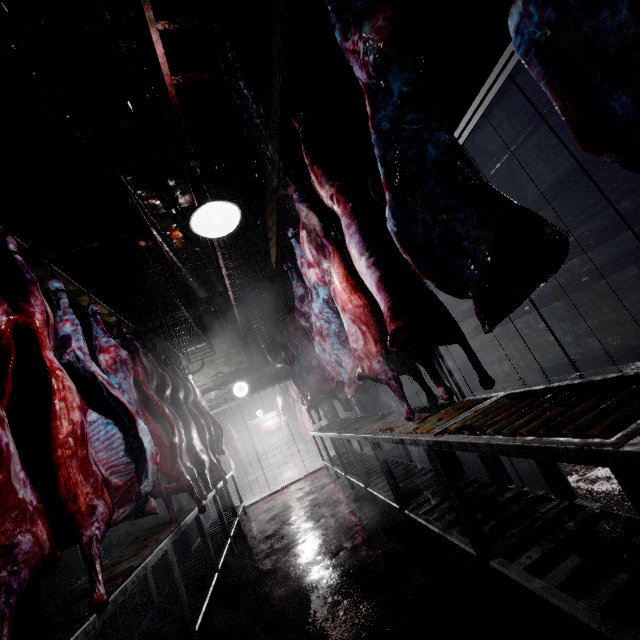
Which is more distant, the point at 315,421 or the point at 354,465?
the point at 315,421

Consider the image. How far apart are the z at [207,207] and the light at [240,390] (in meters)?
5.09

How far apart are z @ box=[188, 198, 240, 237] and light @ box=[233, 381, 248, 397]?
5.1 meters

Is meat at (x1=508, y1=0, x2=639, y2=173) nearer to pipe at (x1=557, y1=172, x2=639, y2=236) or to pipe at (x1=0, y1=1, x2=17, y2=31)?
pipe at (x1=0, y1=1, x2=17, y2=31)

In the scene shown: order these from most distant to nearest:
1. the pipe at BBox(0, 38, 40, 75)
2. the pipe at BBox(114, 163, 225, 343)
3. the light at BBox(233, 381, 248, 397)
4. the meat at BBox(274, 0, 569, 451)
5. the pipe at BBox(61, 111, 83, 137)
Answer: the light at BBox(233, 381, 248, 397), the pipe at BBox(114, 163, 225, 343), the pipe at BBox(61, 111, 83, 137), the pipe at BBox(0, 38, 40, 75), the meat at BBox(274, 0, 569, 451)

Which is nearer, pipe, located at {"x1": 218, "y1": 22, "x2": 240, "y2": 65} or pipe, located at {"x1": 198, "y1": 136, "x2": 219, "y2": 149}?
pipe, located at {"x1": 218, "y1": 22, "x2": 240, "y2": 65}

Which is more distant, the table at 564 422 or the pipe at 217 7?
the pipe at 217 7

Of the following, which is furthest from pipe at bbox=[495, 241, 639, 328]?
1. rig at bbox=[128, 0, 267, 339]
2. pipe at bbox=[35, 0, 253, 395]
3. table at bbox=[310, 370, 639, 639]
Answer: rig at bbox=[128, 0, 267, 339]
